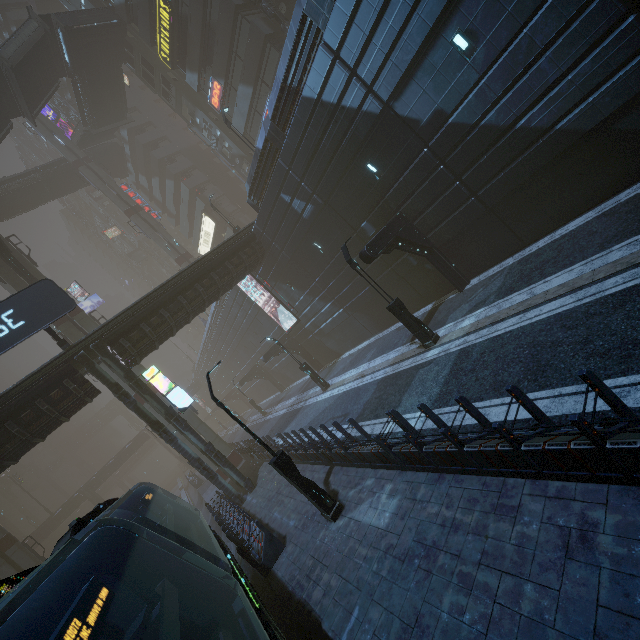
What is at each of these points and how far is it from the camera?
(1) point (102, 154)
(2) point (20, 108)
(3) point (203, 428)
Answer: (1) bridge, 45.4m
(2) stairs, 28.8m
(3) sm, 26.8m

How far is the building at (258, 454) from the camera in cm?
1952

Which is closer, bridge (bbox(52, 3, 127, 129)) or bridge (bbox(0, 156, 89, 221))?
bridge (bbox(52, 3, 127, 129))

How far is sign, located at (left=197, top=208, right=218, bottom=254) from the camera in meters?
46.7

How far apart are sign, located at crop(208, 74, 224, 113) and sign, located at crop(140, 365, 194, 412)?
25.5 meters

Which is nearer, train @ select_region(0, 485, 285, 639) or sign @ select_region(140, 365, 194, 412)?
train @ select_region(0, 485, 285, 639)

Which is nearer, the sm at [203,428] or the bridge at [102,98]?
the sm at [203,428]

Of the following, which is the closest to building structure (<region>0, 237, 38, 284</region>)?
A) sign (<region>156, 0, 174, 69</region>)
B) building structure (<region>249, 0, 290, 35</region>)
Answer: sign (<region>156, 0, 174, 69</region>)
